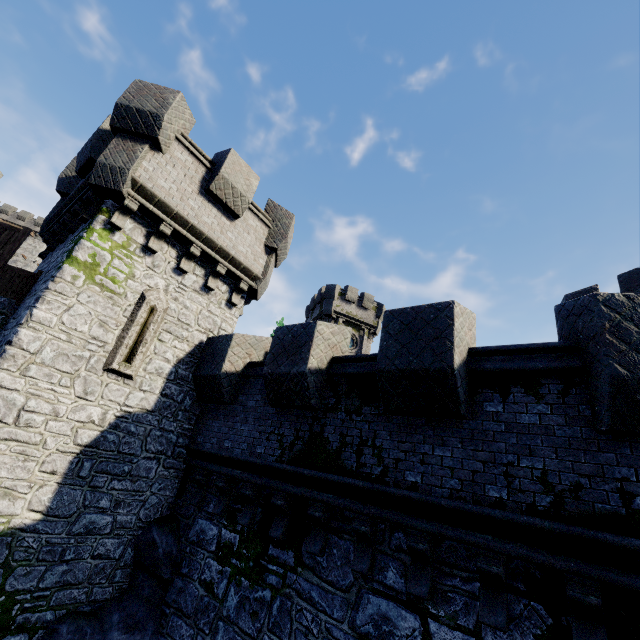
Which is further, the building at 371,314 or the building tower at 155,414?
the building at 371,314

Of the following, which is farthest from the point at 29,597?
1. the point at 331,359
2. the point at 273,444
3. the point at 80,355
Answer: the point at 331,359

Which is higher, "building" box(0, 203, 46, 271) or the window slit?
"building" box(0, 203, 46, 271)

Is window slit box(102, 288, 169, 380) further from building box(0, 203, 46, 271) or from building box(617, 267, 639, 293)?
building box(0, 203, 46, 271)

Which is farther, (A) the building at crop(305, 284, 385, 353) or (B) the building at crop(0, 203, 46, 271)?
(B) the building at crop(0, 203, 46, 271)

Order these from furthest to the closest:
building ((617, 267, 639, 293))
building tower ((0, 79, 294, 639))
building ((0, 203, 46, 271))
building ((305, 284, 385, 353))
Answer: building ((0, 203, 46, 271)) < building ((305, 284, 385, 353)) < building ((617, 267, 639, 293)) < building tower ((0, 79, 294, 639))

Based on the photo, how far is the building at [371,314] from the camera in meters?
35.6

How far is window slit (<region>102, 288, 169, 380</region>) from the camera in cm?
792
